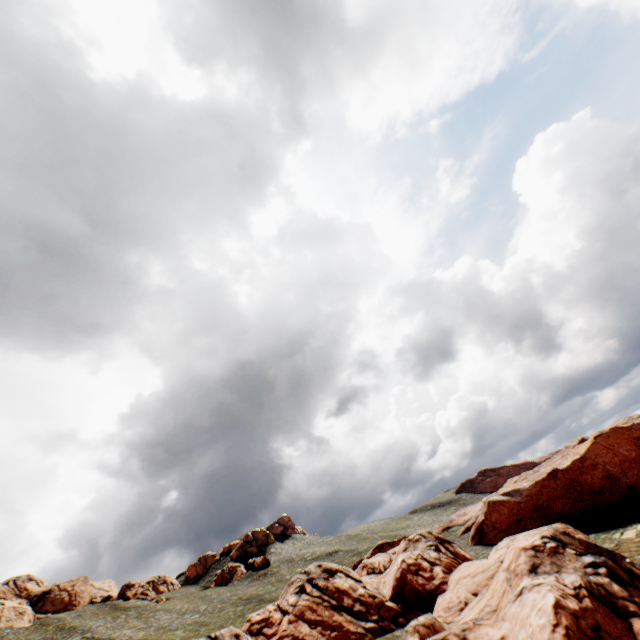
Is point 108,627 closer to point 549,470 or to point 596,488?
point 549,470

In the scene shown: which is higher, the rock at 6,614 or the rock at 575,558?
the rock at 6,614

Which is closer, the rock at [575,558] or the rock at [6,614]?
the rock at [575,558]

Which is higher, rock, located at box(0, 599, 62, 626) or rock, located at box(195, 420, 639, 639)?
rock, located at box(0, 599, 62, 626)

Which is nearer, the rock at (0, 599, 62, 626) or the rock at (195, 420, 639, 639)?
the rock at (195, 420, 639, 639)
